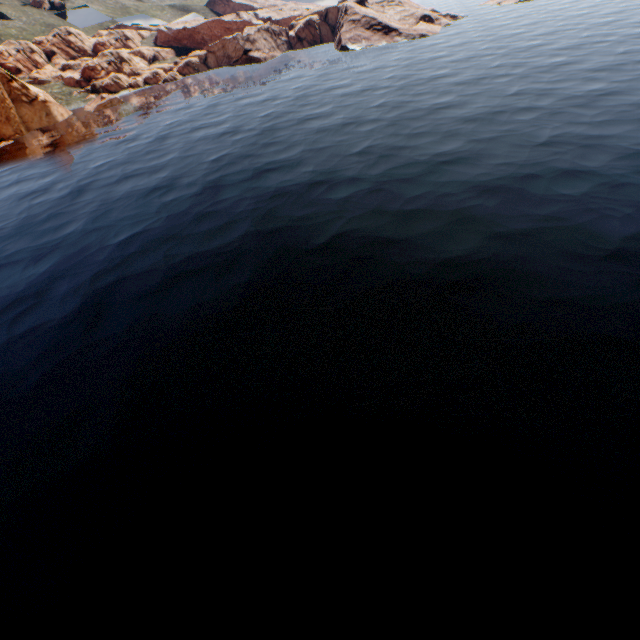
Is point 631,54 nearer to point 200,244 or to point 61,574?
point 200,244
